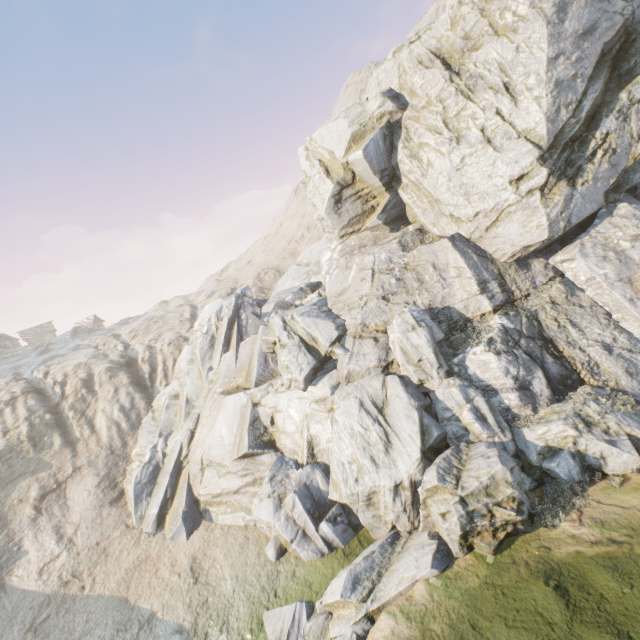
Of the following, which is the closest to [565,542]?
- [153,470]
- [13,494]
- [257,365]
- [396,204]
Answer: [257,365]
